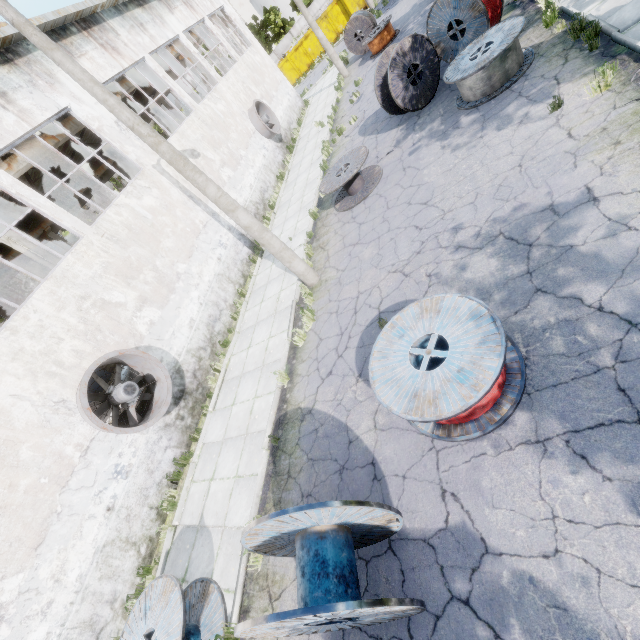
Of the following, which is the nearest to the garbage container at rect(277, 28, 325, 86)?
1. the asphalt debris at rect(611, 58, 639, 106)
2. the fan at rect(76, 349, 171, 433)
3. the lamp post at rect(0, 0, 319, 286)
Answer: the asphalt debris at rect(611, 58, 639, 106)

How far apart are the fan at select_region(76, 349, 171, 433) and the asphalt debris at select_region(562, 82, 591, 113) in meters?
11.4 m

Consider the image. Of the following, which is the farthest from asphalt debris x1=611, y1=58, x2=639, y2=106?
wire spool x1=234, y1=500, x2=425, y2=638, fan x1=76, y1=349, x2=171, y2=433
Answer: fan x1=76, y1=349, x2=171, y2=433

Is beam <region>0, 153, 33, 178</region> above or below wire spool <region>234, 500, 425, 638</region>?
above

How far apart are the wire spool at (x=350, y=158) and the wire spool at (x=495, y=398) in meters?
6.3

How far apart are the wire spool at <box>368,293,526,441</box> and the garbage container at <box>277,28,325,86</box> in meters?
40.3

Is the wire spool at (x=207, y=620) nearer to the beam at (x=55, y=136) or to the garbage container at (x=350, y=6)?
the beam at (x=55, y=136)

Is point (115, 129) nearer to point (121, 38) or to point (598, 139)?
point (121, 38)
